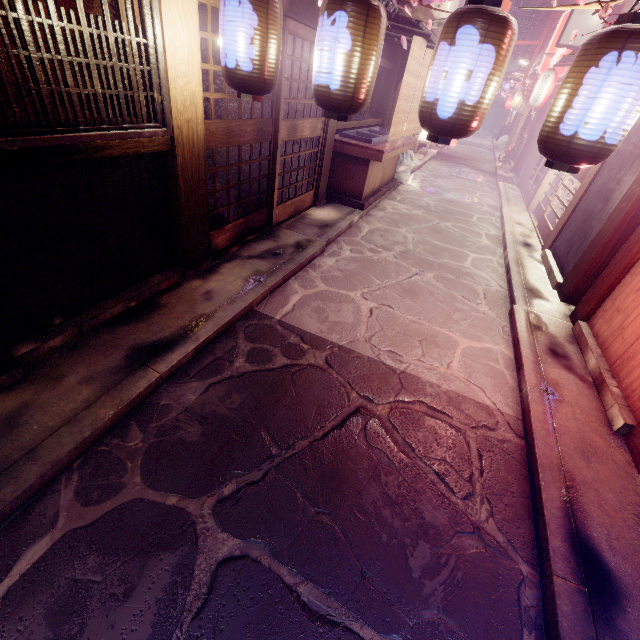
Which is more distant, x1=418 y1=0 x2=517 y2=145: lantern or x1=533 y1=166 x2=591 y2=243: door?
x1=533 y1=166 x2=591 y2=243: door

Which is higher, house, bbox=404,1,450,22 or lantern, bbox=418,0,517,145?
house, bbox=404,1,450,22

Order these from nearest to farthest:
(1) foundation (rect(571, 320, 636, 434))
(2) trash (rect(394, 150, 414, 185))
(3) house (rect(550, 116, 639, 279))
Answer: (1) foundation (rect(571, 320, 636, 434)), (3) house (rect(550, 116, 639, 279)), (2) trash (rect(394, 150, 414, 185))

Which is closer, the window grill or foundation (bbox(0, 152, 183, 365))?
the window grill

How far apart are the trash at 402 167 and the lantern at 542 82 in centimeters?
1061cm

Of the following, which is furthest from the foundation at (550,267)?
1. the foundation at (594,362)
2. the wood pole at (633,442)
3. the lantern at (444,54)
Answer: the lantern at (444,54)

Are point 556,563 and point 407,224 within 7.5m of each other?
no

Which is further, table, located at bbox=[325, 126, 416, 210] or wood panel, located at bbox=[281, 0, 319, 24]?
table, located at bbox=[325, 126, 416, 210]
